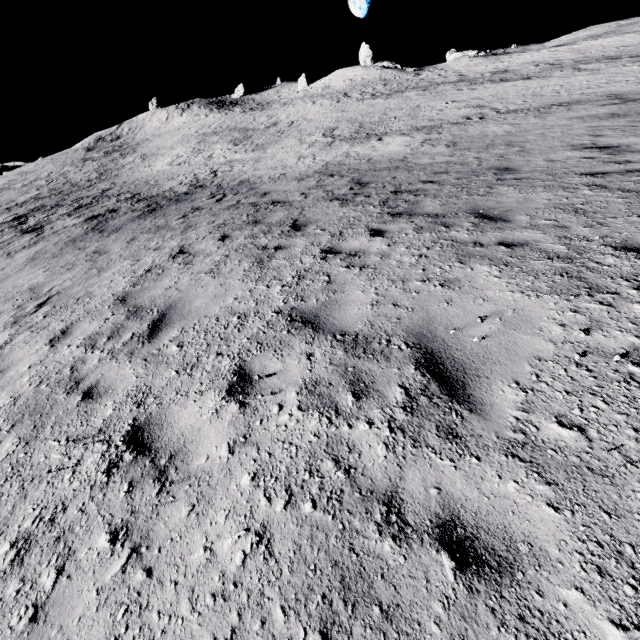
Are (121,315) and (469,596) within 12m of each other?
yes
